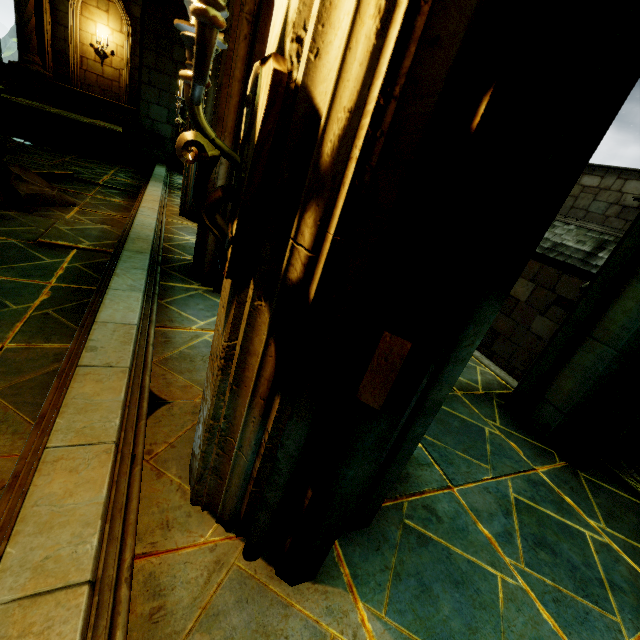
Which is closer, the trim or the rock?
the trim

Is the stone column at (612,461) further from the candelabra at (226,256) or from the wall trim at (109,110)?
the wall trim at (109,110)

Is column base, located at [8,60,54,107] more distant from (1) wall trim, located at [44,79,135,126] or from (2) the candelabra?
(2) the candelabra

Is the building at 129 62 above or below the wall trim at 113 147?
above

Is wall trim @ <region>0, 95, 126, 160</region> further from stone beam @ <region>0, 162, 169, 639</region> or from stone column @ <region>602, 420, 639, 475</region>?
stone column @ <region>602, 420, 639, 475</region>

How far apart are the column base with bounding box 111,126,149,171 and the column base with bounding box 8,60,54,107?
Result: 4.8m

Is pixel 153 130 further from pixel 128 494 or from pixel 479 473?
pixel 479 473

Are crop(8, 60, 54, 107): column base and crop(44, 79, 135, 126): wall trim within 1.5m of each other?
yes
